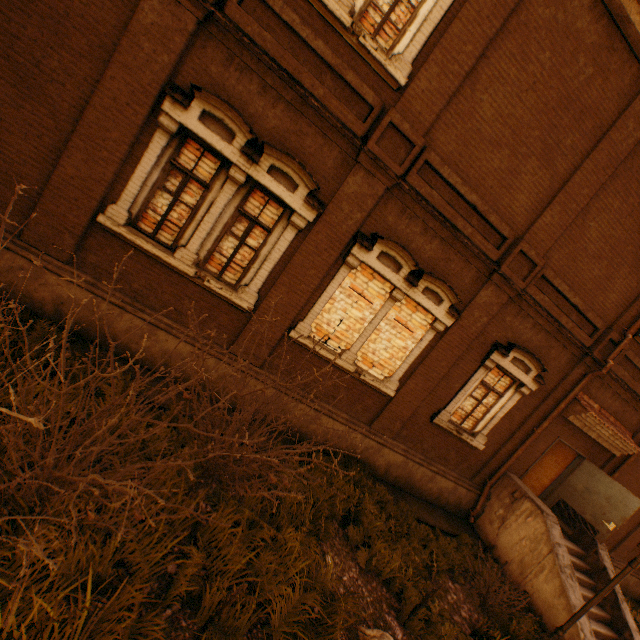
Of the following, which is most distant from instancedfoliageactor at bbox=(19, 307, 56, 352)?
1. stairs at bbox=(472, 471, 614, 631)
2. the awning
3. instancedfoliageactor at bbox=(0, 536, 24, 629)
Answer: the awning

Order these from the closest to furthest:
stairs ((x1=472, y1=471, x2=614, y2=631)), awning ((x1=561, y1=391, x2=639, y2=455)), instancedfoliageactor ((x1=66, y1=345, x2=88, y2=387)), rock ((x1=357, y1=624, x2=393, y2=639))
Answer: rock ((x1=357, y1=624, x2=393, y2=639)) < instancedfoliageactor ((x1=66, y1=345, x2=88, y2=387)) < stairs ((x1=472, y1=471, x2=614, y2=631)) < awning ((x1=561, y1=391, x2=639, y2=455))

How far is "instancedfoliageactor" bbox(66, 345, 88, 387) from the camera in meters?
4.9 m

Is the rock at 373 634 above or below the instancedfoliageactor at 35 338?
below

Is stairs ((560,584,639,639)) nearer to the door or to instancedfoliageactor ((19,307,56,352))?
the door

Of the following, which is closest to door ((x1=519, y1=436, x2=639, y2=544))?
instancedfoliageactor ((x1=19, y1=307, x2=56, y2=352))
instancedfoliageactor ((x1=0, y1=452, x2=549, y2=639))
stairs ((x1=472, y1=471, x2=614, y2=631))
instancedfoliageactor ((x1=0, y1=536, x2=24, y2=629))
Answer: stairs ((x1=472, y1=471, x2=614, y2=631))

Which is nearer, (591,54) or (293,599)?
(293,599)

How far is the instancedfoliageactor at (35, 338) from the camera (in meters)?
4.81
